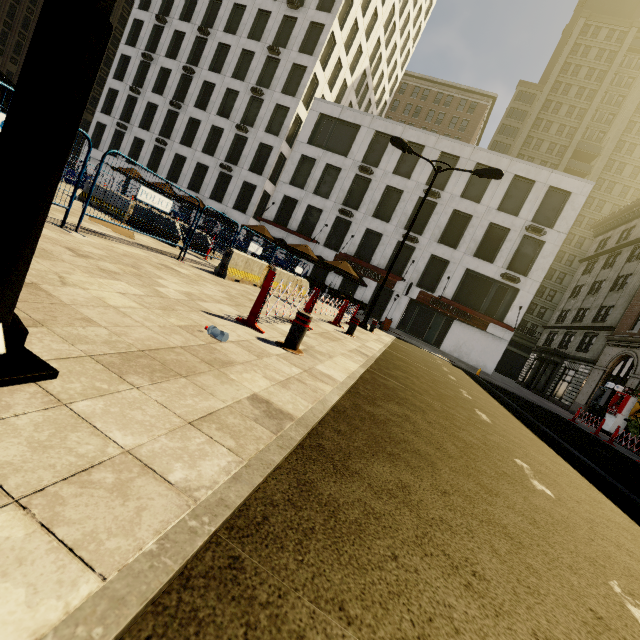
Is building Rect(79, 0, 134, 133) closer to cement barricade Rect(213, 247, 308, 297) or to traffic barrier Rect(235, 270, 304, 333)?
cement barricade Rect(213, 247, 308, 297)

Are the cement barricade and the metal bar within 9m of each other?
yes

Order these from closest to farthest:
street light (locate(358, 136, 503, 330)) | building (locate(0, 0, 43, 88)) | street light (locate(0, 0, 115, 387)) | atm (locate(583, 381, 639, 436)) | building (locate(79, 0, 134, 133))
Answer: street light (locate(0, 0, 115, 387)) → street light (locate(358, 136, 503, 330)) → atm (locate(583, 381, 639, 436)) → building (locate(0, 0, 43, 88)) → building (locate(79, 0, 134, 133))

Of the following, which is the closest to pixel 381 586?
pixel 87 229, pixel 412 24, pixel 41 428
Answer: pixel 41 428

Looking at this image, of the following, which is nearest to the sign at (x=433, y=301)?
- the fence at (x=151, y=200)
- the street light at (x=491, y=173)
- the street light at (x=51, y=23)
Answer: the fence at (x=151, y=200)

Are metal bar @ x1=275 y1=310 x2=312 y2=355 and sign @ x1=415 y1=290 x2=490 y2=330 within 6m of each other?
no

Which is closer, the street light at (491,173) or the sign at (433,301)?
the street light at (491,173)

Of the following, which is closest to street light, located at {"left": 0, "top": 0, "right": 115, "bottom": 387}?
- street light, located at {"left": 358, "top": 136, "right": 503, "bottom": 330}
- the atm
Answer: street light, located at {"left": 358, "top": 136, "right": 503, "bottom": 330}
